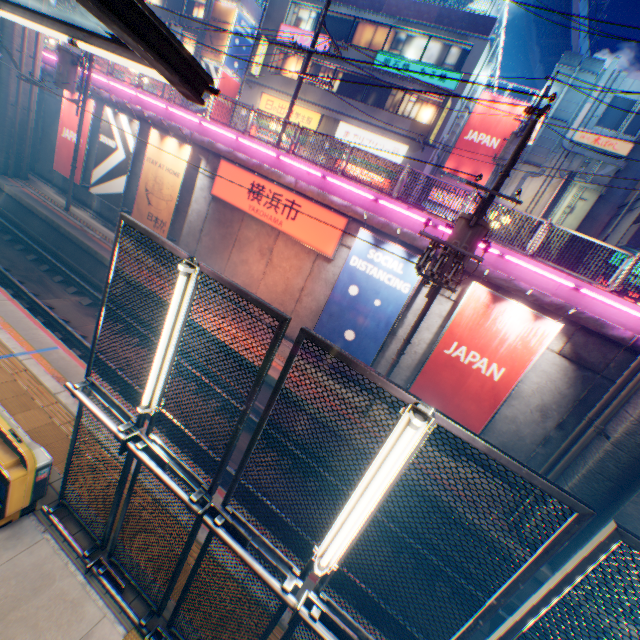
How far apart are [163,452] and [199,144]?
14.6 meters

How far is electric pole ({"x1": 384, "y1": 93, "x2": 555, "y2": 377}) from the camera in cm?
638

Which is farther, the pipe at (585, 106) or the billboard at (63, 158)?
the pipe at (585, 106)

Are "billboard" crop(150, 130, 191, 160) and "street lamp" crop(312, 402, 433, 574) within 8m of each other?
no

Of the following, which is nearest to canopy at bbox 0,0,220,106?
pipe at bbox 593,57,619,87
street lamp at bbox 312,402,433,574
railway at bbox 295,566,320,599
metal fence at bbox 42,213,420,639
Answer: metal fence at bbox 42,213,420,639

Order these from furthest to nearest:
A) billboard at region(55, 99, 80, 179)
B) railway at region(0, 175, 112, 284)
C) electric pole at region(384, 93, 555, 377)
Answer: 1. billboard at region(55, 99, 80, 179)
2. railway at region(0, 175, 112, 284)
3. electric pole at region(384, 93, 555, 377)

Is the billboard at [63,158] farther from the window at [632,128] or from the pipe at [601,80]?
the window at [632,128]

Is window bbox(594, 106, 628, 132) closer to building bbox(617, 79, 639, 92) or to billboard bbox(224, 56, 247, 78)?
building bbox(617, 79, 639, 92)
